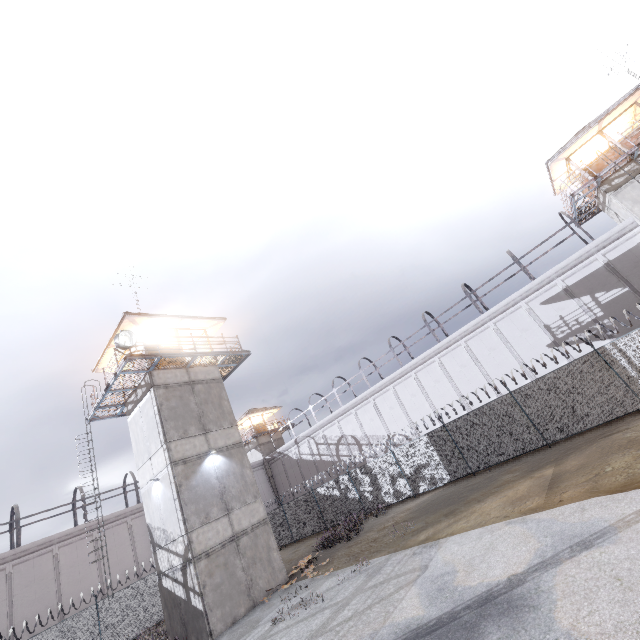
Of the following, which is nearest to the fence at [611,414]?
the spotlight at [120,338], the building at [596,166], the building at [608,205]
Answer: the building at [608,205]

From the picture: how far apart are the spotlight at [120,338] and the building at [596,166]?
28.4 meters

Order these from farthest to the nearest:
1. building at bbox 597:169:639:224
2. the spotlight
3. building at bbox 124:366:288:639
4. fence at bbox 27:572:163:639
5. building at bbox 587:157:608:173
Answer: building at bbox 587:157:608:173, building at bbox 597:169:639:224, fence at bbox 27:572:163:639, the spotlight, building at bbox 124:366:288:639

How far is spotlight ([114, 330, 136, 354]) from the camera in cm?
1497

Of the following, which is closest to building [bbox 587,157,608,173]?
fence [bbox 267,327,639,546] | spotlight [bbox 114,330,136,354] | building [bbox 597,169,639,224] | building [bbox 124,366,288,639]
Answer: building [bbox 597,169,639,224]

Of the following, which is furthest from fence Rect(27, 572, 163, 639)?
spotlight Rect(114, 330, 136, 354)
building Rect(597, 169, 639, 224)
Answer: spotlight Rect(114, 330, 136, 354)

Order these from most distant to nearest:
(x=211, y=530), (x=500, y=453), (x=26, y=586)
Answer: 1. (x=26, y=586)
2. (x=500, y=453)
3. (x=211, y=530)

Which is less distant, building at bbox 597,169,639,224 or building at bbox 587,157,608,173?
building at bbox 597,169,639,224
